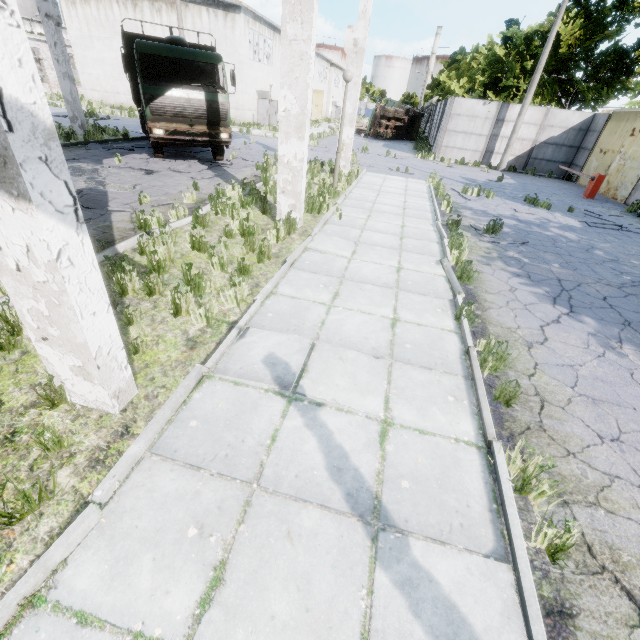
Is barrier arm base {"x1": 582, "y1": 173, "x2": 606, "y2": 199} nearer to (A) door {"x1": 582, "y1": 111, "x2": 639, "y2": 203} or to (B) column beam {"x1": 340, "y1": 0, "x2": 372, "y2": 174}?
(A) door {"x1": 582, "y1": 111, "x2": 639, "y2": 203}

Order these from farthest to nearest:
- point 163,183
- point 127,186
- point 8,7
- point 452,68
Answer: point 452,68, point 163,183, point 127,186, point 8,7

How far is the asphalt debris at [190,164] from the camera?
12.1m

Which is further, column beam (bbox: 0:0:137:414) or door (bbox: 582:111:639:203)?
door (bbox: 582:111:639:203)

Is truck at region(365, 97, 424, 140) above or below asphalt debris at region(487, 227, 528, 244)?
above

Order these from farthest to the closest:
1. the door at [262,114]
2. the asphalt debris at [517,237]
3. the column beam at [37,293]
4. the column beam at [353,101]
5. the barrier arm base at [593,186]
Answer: the door at [262,114], the barrier arm base at [593,186], the column beam at [353,101], the asphalt debris at [517,237], the column beam at [37,293]

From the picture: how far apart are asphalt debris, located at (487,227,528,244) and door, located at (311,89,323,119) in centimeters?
4654cm

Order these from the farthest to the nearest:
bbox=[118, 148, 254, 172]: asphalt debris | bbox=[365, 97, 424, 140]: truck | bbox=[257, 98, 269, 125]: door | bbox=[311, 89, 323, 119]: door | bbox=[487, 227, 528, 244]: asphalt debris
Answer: bbox=[311, 89, 323, 119]: door → bbox=[365, 97, 424, 140]: truck → bbox=[257, 98, 269, 125]: door → bbox=[118, 148, 254, 172]: asphalt debris → bbox=[487, 227, 528, 244]: asphalt debris
